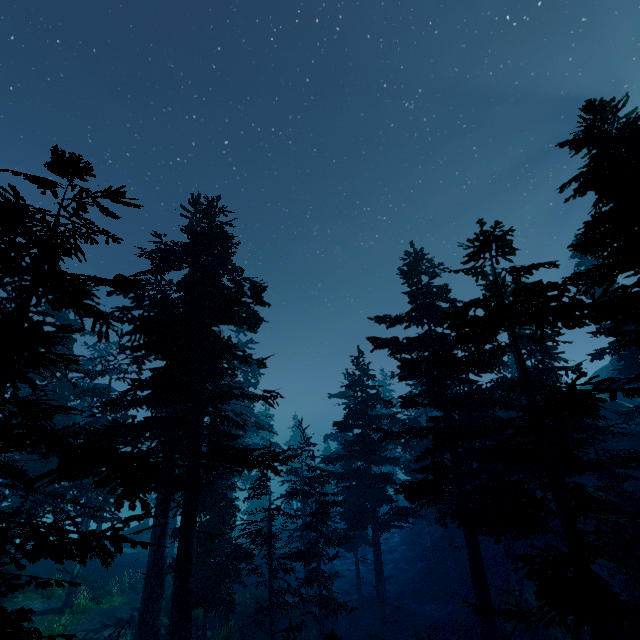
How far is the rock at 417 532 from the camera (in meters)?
38.47

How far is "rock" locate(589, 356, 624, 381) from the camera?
43.4m

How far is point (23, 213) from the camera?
3.54m

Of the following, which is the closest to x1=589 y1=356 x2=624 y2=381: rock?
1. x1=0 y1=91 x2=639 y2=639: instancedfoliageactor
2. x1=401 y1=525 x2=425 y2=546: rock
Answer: x1=0 y1=91 x2=639 y2=639: instancedfoliageactor

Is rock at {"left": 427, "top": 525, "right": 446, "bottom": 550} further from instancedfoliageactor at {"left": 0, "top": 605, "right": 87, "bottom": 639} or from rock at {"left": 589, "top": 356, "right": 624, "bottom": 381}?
rock at {"left": 589, "top": 356, "right": 624, "bottom": 381}

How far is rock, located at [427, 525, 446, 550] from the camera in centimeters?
3484cm

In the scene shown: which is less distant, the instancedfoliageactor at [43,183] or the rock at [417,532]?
the instancedfoliageactor at [43,183]
